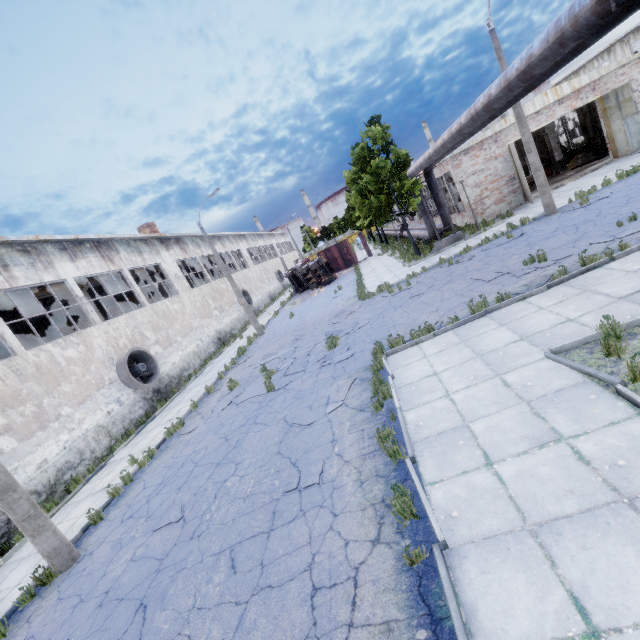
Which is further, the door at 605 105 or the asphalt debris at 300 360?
the door at 605 105

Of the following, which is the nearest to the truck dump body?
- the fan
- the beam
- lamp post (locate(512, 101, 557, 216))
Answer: the beam

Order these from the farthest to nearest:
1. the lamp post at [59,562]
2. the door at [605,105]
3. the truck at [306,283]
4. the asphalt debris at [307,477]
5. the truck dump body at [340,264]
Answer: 1. the truck dump body at [340,264]
2. the truck at [306,283]
3. the door at [605,105]
4. the lamp post at [59,562]
5. the asphalt debris at [307,477]

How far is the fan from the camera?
15.98m

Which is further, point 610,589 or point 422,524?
point 422,524

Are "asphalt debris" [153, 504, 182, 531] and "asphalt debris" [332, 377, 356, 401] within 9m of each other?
yes

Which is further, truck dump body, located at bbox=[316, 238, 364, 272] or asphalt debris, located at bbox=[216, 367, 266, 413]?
truck dump body, located at bbox=[316, 238, 364, 272]

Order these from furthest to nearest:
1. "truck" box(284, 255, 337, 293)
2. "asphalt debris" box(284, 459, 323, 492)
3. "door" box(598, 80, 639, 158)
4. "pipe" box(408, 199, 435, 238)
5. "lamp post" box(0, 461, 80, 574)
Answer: "truck" box(284, 255, 337, 293) → "pipe" box(408, 199, 435, 238) → "door" box(598, 80, 639, 158) → "lamp post" box(0, 461, 80, 574) → "asphalt debris" box(284, 459, 323, 492)
